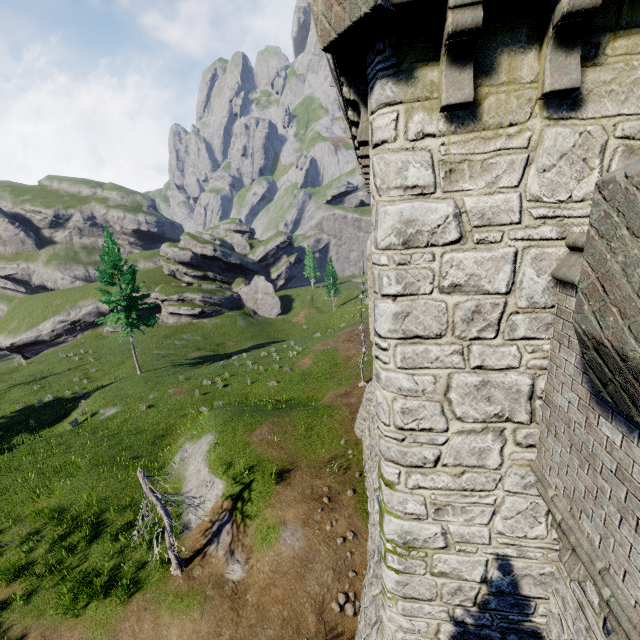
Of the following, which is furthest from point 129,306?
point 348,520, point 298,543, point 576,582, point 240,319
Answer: point 576,582

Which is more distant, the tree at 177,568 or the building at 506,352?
the tree at 177,568

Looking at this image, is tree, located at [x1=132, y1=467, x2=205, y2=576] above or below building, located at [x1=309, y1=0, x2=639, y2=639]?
below

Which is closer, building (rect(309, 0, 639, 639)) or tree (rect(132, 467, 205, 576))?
building (rect(309, 0, 639, 639))

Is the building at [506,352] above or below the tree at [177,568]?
above

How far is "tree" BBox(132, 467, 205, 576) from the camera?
10.8 meters
